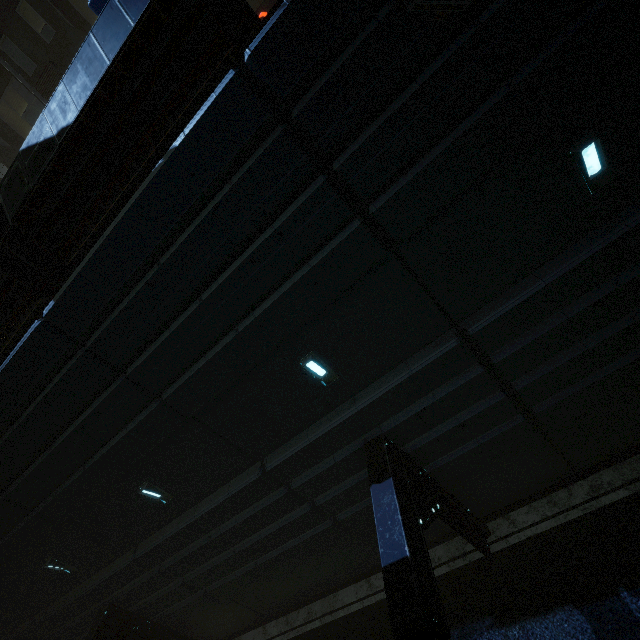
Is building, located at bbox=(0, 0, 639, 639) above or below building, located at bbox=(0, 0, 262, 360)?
below

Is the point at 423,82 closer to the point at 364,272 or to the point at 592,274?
the point at 364,272

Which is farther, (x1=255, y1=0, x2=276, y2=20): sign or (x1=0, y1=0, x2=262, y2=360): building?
(x1=255, y1=0, x2=276, y2=20): sign

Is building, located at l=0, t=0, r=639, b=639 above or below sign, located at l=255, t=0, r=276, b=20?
below

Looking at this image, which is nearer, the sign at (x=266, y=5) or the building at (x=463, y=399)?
the building at (x=463, y=399)
